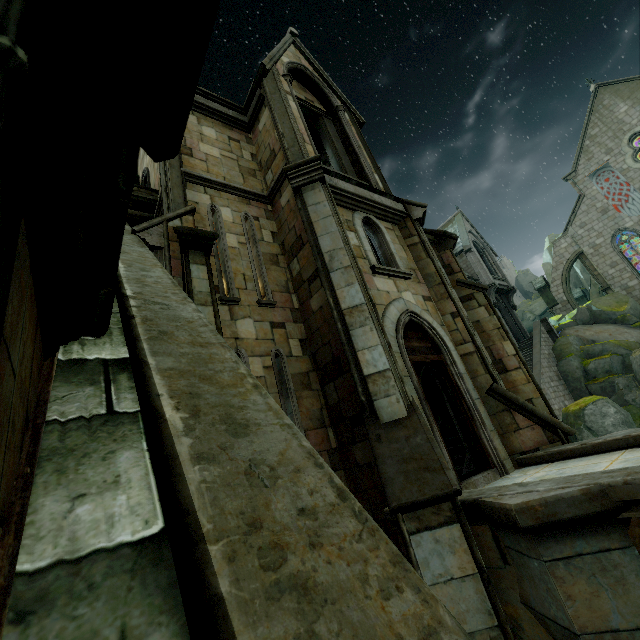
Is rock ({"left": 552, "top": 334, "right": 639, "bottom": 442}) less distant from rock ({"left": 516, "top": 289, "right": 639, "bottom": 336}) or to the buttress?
rock ({"left": 516, "top": 289, "right": 639, "bottom": 336})

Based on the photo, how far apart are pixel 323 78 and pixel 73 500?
15.69m

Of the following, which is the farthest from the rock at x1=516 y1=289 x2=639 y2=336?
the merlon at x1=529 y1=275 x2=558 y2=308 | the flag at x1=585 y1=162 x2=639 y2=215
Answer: the flag at x1=585 y1=162 x2=639 y2=215

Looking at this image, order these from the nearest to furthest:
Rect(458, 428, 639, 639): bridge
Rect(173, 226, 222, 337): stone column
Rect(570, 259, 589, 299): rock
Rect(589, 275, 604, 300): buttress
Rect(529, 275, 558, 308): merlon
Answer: Rect(458, 428, 639, 639): bridge
Rect(173, 226, 222, 337): stone column
Rect(529, 275, 558, 308): merlon
Rect(589, 275, 604, 300): buttress
Rect(570, 259, 589, 299): rock

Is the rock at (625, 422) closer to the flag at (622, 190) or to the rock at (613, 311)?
the rock at (613, 311)

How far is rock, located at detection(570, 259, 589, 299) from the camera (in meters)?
45.33

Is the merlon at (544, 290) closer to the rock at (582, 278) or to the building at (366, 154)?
the building at (366, 154)

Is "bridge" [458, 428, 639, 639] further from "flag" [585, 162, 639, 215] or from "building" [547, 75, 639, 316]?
"flag" [585, 162, 639, 215]
